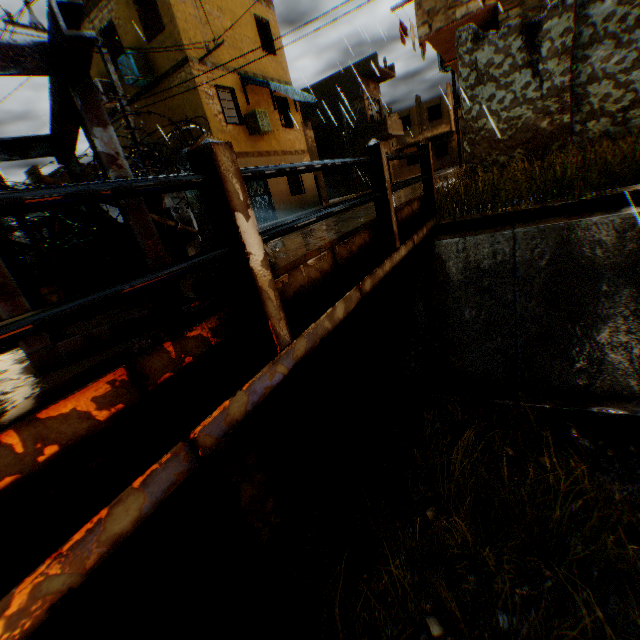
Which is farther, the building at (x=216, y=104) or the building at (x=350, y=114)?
the building at (x=216, y=104)

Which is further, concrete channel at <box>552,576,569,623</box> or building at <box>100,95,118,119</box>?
building at <box>100,95,118,119</box>

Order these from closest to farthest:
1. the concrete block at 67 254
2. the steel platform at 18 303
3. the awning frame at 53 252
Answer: the steel platform at 18 303 < the awning frame at 53 252 < the concrete block at 67 254

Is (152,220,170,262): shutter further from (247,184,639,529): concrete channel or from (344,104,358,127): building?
(247,184,639,529): concrete channel

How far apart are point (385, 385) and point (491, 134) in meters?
6.3 m

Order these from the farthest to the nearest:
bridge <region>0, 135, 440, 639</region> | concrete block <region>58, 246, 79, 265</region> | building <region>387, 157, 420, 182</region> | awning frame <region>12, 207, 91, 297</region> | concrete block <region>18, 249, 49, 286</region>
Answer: building <region>387, 157, 420, 182</region>, concrete block <region>58, 246, 79, 265</region>, concrete block <region>18, 249, 49, 286</region>, awning frame <region>12, 207, 91, 297</region>, bridge <region>0, 135, 440, 639</region>

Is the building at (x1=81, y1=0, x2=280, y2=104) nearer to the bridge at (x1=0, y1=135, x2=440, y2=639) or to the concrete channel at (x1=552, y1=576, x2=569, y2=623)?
the concrete channel at (x1=552, y1=576, x2=569, y2=623)

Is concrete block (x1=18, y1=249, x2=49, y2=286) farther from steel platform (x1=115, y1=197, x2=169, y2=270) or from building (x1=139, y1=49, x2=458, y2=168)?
building (x1=139, y1=49, x2=458, y2=168)
